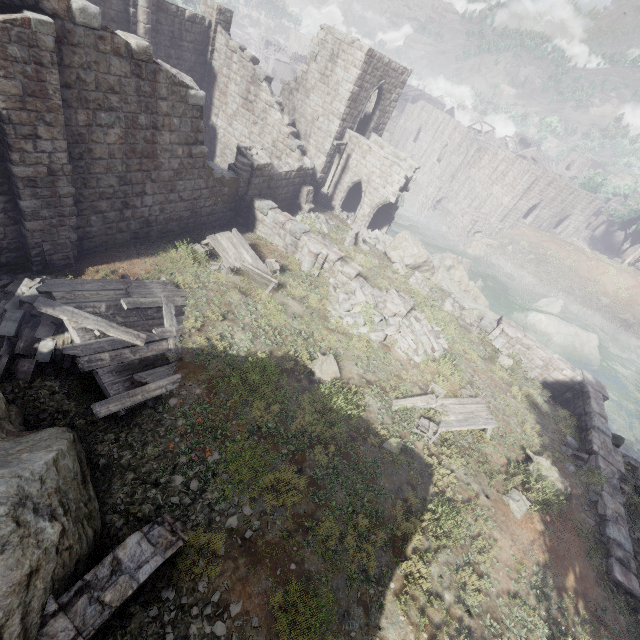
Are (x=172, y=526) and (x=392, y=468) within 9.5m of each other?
yes

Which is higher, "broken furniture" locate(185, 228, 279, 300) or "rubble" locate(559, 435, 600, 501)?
"rubble" locate(559, 435, 600, 501)

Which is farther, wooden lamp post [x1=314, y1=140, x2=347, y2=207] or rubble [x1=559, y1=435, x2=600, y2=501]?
wooden lamp post [x1=314, y1=140, x2=347, y2=207]

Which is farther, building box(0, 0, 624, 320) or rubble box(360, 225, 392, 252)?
rubble box(360, 225, 392, 252)

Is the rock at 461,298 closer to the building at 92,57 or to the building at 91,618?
the building at 92,57

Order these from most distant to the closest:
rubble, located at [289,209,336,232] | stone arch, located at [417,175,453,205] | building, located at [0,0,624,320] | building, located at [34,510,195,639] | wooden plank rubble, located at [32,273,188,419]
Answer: stone arch, located at [417,175,453,205] → rubble, located at [289,209,336,232] → building, located at [0,0,624,320] → wooden plank rubble, located at [32,273,188,419] → building, located at [34,510,195,639]

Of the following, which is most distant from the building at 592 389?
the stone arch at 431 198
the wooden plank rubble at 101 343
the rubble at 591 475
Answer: the stone arch at 431 198

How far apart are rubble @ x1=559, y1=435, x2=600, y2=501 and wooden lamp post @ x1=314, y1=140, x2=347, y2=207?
20.3m
